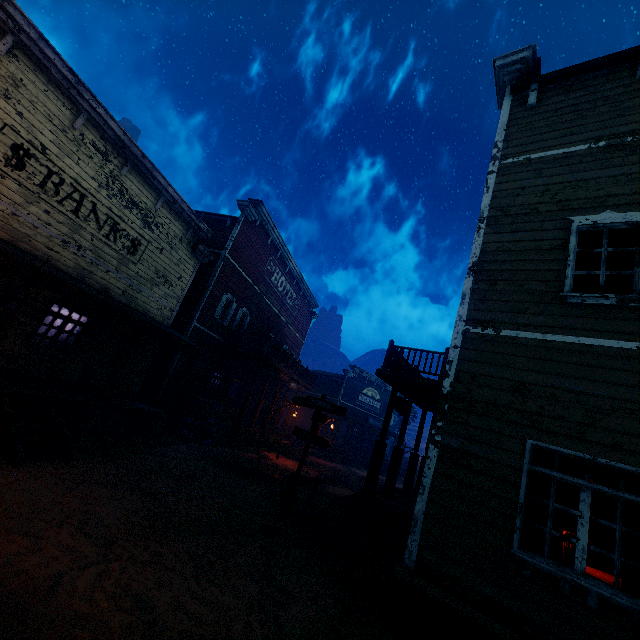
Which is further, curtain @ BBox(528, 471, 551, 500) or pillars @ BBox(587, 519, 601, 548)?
pillars @ BBox(587, 519, 601, 548)

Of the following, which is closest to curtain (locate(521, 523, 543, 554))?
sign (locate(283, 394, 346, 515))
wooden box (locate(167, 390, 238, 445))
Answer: sign (locate(283, 394, 346, 515))

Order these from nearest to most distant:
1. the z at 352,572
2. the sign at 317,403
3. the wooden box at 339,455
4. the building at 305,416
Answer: the z at 352,572, the sign at 317,403, the building at 305,416, the wooden box at 339,455

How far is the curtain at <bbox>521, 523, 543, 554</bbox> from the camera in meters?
4.3

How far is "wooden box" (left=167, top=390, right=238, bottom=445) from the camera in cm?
1454

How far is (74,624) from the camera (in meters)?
3.23

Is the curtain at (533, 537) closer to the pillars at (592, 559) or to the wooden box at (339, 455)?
the pillars at (592, 559)

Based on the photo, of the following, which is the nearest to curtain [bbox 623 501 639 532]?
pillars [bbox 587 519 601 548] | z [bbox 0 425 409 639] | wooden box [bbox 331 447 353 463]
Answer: z [bbox 0 425 409 639]
